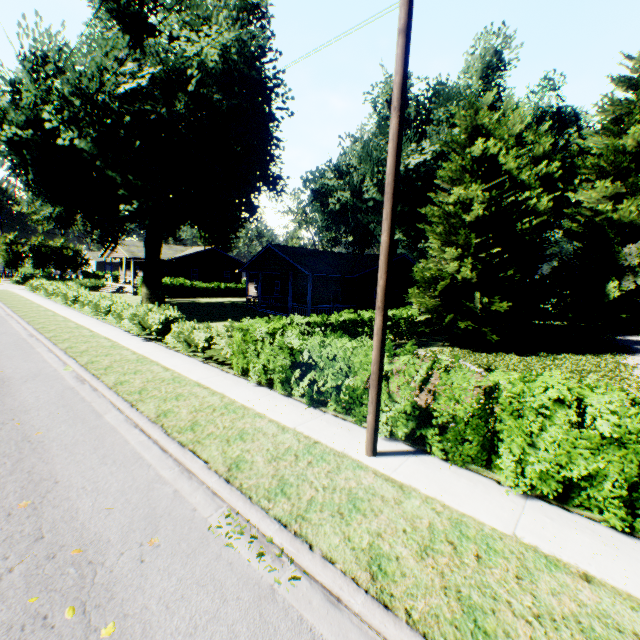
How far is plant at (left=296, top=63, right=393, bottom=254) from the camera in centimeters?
3239cm

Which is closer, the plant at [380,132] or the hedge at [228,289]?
the plant at [380,132]

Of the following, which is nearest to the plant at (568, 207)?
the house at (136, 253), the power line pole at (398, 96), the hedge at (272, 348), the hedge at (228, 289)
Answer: the house at (136, 253)

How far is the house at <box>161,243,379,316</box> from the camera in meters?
25.2 m

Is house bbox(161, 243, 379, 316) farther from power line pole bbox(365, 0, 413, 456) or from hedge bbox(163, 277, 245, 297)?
power line pole bbox(365, 0, 413, 456)

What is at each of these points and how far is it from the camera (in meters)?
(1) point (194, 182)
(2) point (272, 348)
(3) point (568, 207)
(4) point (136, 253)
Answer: (1) plant, 19.88
(2) hedge, 8.59
(3) plant, 57.03
(4) house, 37.91

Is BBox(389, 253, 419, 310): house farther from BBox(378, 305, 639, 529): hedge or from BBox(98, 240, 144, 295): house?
BBox(378, 305, 639, 529): hedge

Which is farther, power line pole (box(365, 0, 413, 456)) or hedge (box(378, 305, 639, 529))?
power line pole (box(365, 0, 413, 456))
